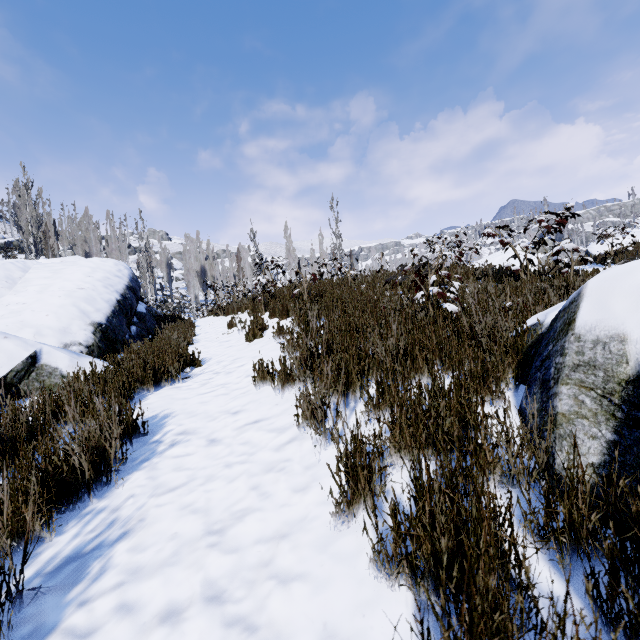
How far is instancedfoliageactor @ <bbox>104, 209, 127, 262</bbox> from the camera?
43.78m

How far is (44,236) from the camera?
27.91m

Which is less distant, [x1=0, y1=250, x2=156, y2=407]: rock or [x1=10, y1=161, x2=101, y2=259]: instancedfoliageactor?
[x1=0, y1=250, x2=156, y2=407]: rock

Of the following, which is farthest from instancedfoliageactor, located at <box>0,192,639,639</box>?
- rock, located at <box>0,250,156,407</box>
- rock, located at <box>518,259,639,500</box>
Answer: rock, located at <box>518,259,639,500</box>

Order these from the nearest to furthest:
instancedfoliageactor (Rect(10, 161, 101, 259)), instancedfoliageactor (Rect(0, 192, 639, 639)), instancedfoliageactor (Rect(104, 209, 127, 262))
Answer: instancedfoliageactor (Rect(0, 192, 639, 639)) → instancedfoliageactor (Rect(10, 161, 101, 259)) → instancedfoliageactor (Rect(104, 209, 127, 262))

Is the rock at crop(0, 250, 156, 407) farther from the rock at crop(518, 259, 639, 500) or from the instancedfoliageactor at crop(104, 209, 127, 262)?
the rock at crop(518, 259, 639, 500)

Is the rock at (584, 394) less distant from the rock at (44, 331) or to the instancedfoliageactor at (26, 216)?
the rock at (44, 331)

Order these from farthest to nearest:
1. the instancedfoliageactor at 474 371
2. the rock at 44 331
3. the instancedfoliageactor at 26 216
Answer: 1. the instancedfoliageactor at 26 216
2. the rock at 44 331
3. the instancedfoliageactor at 474 371
